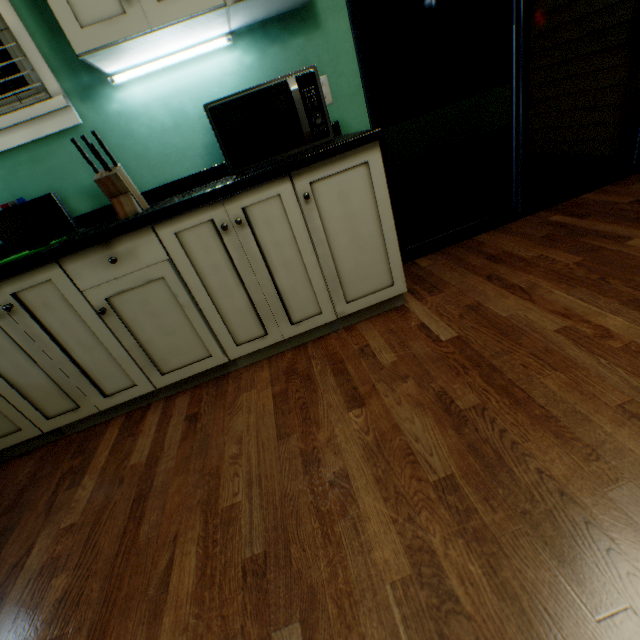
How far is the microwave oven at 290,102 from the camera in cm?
129

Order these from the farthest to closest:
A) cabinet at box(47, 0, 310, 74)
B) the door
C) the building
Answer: the building → the door → cabinet at box(47, 0, 310, 74)

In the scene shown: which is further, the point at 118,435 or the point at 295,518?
the point at 118,435

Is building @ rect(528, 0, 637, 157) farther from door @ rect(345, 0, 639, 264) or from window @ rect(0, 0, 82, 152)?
window @ rect(0, 0, 82, 152)

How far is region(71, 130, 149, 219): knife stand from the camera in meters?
1.3 m

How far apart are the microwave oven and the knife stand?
0.43m

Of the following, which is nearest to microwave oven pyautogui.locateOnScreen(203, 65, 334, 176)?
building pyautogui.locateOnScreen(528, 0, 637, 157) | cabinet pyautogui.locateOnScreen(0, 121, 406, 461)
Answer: cabinet pyautogui.locateOnScreen(0, 121, 406, 461)

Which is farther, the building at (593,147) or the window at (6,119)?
the building at (593,147)
